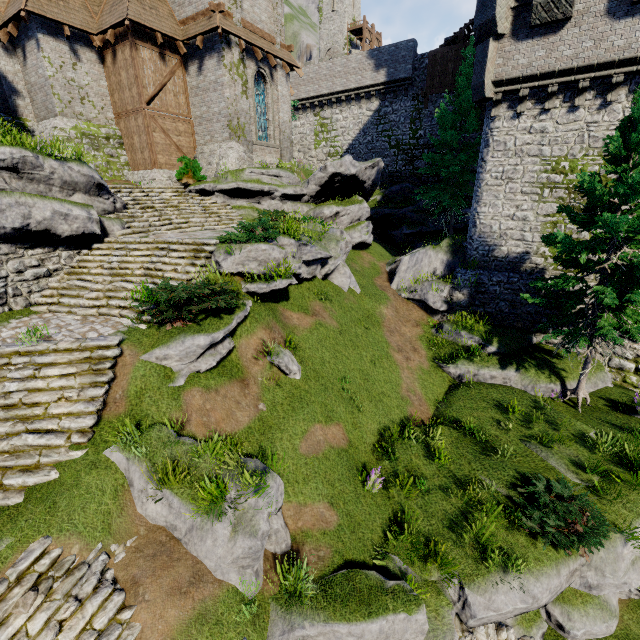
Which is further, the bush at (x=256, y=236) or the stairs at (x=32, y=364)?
the bush at (x=256, y=236)

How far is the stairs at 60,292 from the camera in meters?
10.1 m

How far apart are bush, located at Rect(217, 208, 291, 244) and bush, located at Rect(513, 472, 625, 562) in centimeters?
1083cm

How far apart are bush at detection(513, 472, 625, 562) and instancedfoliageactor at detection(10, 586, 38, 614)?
10.4 meters

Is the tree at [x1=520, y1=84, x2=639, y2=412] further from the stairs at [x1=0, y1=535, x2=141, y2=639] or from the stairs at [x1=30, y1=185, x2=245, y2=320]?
the stairs at [x1=30, y1=185, x2=245, y2=320]

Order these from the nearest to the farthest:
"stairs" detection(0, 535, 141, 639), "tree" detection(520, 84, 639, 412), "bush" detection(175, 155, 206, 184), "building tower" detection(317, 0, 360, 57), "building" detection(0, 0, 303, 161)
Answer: "stairs" detection(0, 535, 141, 639) → "tree" detection(520, 84, 639, 412) → "building" detection(0, 0, 303, 161) → "bush" detection(175, 155, 206, 184) → "building tower" detection(317, 0, 360, 57)

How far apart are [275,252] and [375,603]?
9.6 meters

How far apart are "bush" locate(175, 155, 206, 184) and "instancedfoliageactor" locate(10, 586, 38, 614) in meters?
17.4
